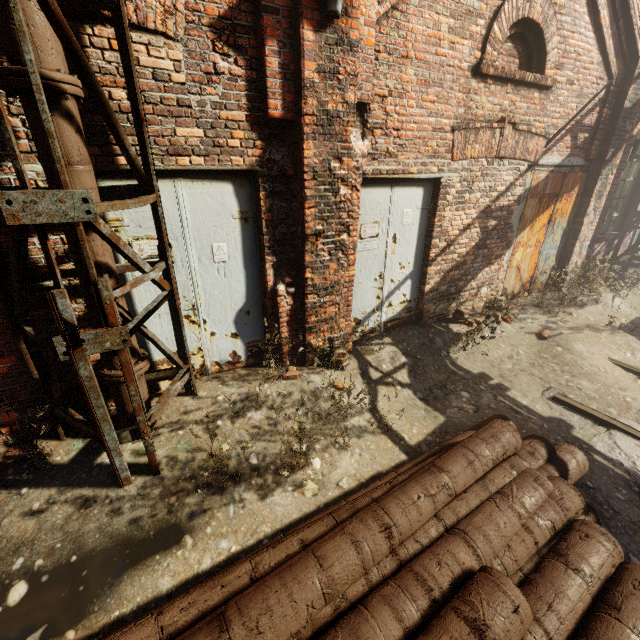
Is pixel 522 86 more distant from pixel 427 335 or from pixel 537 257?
pixel 427 335

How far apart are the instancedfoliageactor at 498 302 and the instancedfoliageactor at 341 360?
3.00m

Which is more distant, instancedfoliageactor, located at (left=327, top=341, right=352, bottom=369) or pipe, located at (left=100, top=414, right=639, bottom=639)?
instancedfoliageactor, located at (left=327, top=341, right=352, bottom=369)

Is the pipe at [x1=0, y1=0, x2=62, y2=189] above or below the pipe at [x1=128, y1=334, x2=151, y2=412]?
above

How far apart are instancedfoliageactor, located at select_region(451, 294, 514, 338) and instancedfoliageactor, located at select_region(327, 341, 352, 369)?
3.0 meters

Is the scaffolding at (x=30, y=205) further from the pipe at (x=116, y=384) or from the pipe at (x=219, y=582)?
the pipe at (x=219, y=582)

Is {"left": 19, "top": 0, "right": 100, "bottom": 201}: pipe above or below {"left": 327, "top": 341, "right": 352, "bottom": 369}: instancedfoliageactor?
above

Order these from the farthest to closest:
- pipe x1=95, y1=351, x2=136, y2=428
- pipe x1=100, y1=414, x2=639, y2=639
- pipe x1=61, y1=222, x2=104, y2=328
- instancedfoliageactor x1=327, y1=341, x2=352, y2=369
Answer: instancedfoliageactor x1=327, y1=341, x2=352, y2=369
pipe x1=95, y1=351, x2=136, y2=428
pipe x1=61, y1=222, x2=104, y2=328
pipe x1=100, y1=414, x2=639, y2=639
